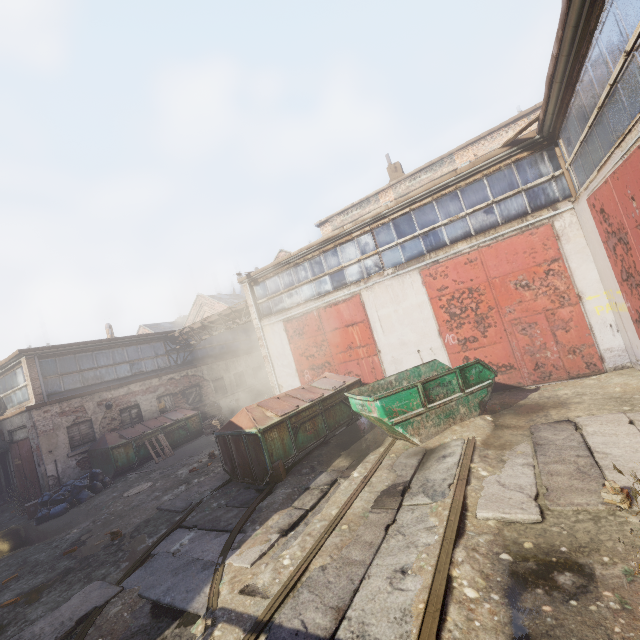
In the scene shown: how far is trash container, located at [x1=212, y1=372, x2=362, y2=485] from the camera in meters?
7.9

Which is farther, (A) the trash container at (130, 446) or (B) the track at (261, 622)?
(A) the trash container at (130, 446)

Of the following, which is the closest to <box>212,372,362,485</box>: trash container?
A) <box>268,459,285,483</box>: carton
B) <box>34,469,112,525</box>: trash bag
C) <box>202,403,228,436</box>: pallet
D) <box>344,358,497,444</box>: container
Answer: → <box>268,459,285,483</box>: carton

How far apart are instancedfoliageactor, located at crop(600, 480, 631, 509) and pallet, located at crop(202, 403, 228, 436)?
15.74m

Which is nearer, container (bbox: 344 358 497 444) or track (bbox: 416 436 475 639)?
track (bbox: 416 436 475 639)

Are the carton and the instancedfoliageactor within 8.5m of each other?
yes

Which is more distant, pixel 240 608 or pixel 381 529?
pixel 381 529

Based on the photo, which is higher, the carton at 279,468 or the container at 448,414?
the container at 448,414
